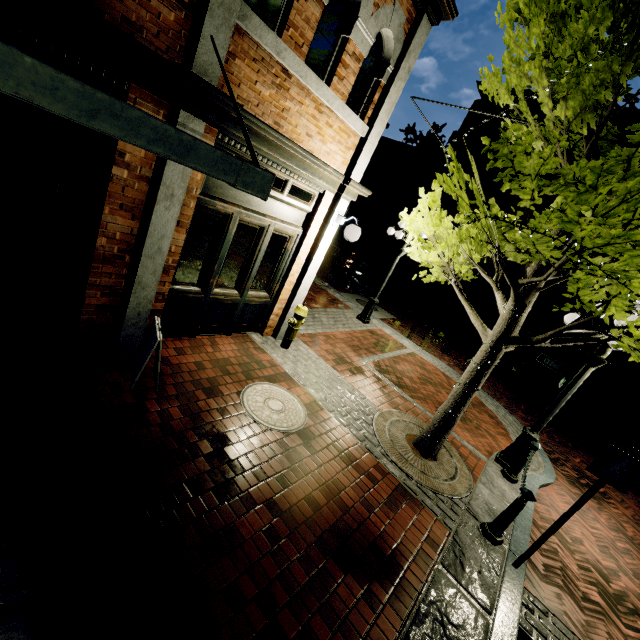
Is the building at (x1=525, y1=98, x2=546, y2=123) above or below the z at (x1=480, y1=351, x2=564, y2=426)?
above

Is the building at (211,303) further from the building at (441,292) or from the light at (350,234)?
the building at (441,292)

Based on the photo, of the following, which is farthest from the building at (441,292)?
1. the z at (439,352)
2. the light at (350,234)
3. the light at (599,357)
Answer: the light at (350,234)

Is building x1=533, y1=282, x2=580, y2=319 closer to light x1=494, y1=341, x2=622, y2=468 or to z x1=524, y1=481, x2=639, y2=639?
z x1=524, y1=481, x2=639, y2=639

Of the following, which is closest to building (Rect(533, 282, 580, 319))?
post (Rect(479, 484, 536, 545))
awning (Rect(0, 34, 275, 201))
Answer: post (Rect(479, 484, 536, 545))

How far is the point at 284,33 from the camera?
3.71m

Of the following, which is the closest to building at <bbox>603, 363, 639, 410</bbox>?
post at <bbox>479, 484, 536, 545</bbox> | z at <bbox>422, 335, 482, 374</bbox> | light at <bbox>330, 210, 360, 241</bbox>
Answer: z at <bbox>422, 335, 482, 374</bbox>

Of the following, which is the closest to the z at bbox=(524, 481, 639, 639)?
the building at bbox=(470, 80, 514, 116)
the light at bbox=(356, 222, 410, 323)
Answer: the building at bbox=(470, 80, 514, 116)
